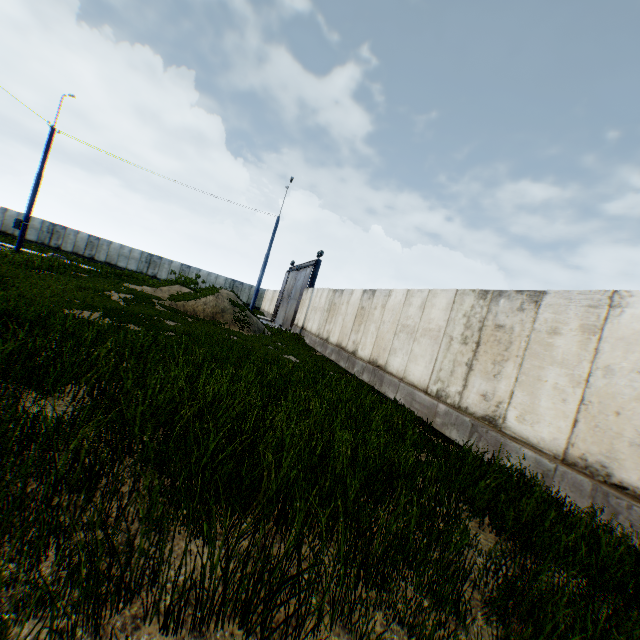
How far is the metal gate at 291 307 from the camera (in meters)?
25.11

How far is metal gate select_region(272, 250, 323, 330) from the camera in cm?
2511

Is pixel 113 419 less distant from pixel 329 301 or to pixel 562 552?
pixel 562 552

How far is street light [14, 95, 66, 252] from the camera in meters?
18.1 m

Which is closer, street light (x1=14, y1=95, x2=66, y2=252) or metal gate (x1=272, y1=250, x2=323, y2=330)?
street light (x1=14, y1=95, x2=66, y2=252)

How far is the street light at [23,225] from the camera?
18.1 meters
